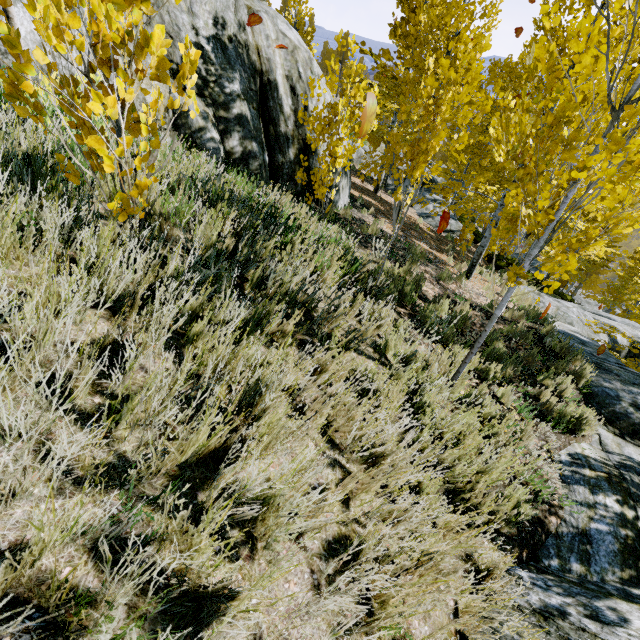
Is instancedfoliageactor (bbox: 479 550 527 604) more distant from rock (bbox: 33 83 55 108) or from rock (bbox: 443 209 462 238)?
rock (bbox: 33 83 55 108)

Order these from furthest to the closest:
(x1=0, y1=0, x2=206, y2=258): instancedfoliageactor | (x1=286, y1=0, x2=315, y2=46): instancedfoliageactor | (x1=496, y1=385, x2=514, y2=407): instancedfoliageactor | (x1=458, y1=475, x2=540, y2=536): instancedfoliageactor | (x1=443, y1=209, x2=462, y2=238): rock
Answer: (x1=443, y1=209, x2=462, y2=238): rock → (x1=286, y1=0, x2=315, y2=46): instancedfoliageactor → (x1=496, y1=385, x2=514, y2=407): instancedfoliageactor → (x1=458, y1=475, x2=540, y2=536): instancedfoliageactor → (x1=0, y1=0, x2=206, y2=258): instancedfoliageactor

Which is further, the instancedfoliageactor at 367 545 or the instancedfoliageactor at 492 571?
the instancedfoliageactor at 492 571

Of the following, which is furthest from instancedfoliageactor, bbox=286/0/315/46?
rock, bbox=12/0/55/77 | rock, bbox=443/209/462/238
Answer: rock, bbox=12/0/55/77

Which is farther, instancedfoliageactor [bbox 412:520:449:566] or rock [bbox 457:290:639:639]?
rock [bbox 457:290:639:639]

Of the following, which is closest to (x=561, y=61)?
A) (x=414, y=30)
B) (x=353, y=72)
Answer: (x=353, y=72)

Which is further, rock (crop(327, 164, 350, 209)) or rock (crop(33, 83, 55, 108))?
rock (crop(327, 164, 350, 209))
